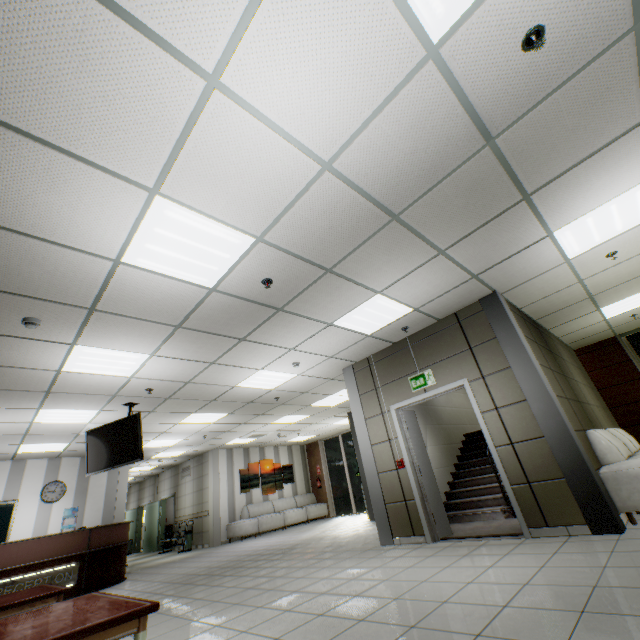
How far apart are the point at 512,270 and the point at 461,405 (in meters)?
6.54

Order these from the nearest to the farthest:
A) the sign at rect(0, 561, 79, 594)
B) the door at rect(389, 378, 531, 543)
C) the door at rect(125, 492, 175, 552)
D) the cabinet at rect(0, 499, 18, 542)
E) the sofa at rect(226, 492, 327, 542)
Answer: the door at rect(389, 378, 531, 543) → the sign at rect(0, 561, 79, 594) → the cabinet at rect(0, 499, 18, 542) → the sofa at rect(226, 492, 327, 542) → the door at rect(125, 492, 175, 552)

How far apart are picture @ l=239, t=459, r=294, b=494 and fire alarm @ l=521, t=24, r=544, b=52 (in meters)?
14.52

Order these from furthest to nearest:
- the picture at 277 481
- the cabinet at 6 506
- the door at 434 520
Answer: the picture at 277 481
the cabinet at 6 506
the door at 434 520

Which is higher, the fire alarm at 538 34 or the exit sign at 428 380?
the fire alarm at 538 34

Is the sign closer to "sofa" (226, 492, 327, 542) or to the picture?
"sofa" (226, 492, 327, 542)

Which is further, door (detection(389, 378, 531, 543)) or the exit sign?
the exit sign

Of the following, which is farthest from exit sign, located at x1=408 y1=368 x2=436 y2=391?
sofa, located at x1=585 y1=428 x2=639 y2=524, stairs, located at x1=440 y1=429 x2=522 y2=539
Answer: sofa, located at x1=585 y1=428 x2=639 y2=524
